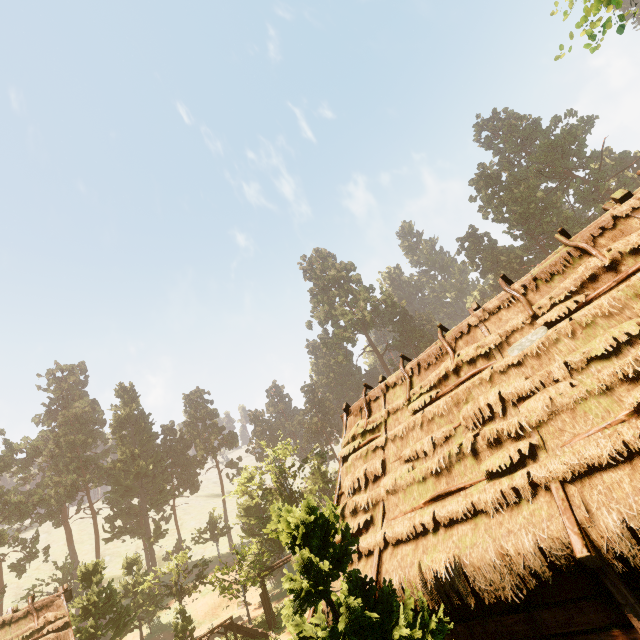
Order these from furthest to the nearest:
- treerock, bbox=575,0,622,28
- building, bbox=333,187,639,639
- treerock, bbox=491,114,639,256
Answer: treerock, bbox=491,114,639,256 < treerock, bbox=575,0,622,28 < building, bbox=333,187,639,639

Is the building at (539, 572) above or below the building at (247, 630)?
above

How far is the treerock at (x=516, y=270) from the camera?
56.6m

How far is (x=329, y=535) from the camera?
5.12m

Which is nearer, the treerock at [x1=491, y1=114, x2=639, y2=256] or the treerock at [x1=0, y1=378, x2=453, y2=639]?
the treerock at [x1=0, y1=378, x2=453, y2=639]

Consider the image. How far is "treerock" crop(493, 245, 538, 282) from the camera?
56.6m

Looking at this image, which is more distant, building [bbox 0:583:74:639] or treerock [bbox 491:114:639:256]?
treerock [bbox 491:114:639:256]
